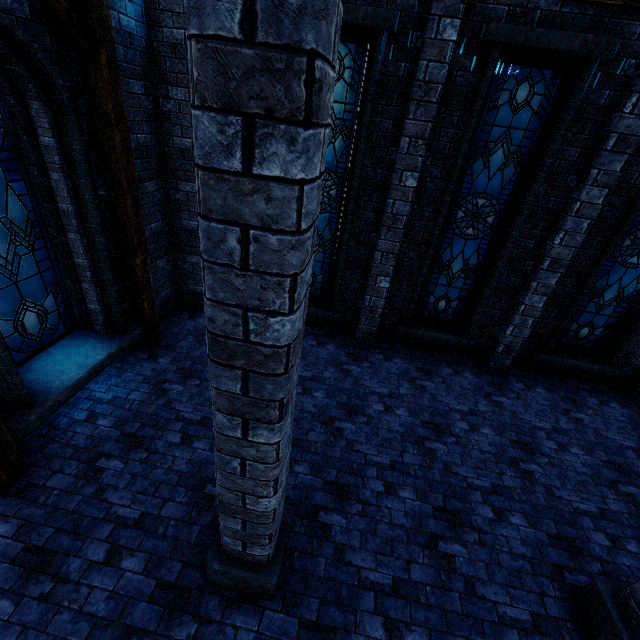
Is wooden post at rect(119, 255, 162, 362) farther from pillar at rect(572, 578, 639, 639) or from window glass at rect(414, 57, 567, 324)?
pillar at rect(572, 578, 639, 639)

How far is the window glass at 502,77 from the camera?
5.0 meters

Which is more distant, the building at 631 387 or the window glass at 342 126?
the building at 631 387

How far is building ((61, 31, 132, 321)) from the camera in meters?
4.0 m

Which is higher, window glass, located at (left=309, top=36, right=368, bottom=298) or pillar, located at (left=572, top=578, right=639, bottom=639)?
window glass, located at (left=309, top=36, right=368, bottom=298)

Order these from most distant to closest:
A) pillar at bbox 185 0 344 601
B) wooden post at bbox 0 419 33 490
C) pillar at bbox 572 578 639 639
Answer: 1. wooden post at bbox 0 419 33 490
2. pillar at bbox 572 578 639 639
3. pillar at bbox 185 0 344 601

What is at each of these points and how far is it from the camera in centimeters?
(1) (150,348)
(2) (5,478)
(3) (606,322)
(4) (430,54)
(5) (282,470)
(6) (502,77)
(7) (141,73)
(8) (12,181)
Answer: (1) wooden post, 627cm
(2) wooden post, 378cm
(3) window glass, 667cm
(4) building, 461cm
(5) pillar, 242cm
(6) window glass, 499cm
(7) building, 514cm
(8) window glass, 398cm

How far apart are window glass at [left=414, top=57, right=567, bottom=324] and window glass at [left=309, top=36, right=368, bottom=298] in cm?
185
